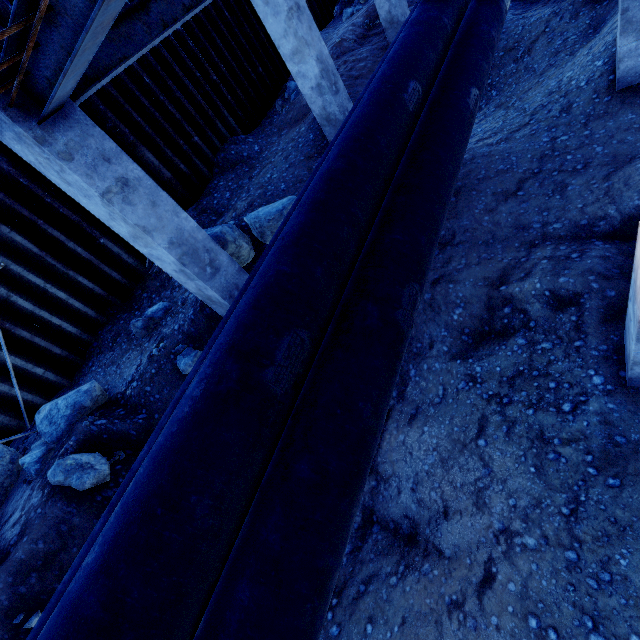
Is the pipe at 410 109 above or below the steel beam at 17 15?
below

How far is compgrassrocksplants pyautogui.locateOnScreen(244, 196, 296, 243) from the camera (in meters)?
6.06

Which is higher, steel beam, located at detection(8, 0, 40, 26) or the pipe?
steel beam, located at detection(8, 0, 40, 26)

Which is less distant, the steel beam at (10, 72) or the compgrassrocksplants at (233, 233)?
the steel beam at (10, 72)

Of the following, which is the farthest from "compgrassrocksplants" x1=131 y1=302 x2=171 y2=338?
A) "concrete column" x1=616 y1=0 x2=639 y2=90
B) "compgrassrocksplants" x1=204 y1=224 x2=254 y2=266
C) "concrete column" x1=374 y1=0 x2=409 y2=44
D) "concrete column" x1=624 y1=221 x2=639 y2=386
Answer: "concrete column" x1=374 y1=0 x2=409 y2=44

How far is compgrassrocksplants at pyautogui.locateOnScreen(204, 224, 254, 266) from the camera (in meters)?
5.43

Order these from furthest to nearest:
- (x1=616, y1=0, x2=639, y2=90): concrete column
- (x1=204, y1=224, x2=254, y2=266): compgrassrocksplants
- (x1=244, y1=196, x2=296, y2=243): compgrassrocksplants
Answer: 1. (x1=244, y1=196, x2=296, y2=243): compgrassrocksplants
2. (x1=204, y1=224, x2=254, y2=266): compgrassrocksplants
3. (x1=616, y1=0, x2=639, y2=90): concrete column

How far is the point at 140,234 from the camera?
4.0 meters
